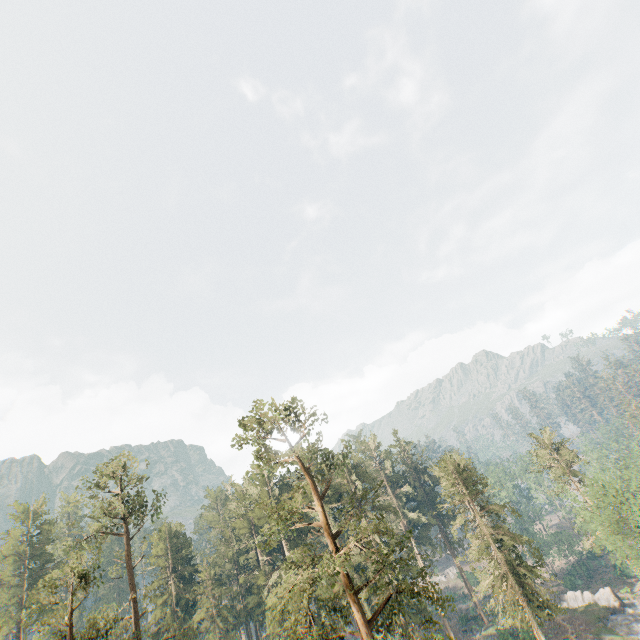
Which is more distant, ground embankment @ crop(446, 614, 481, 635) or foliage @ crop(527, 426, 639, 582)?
ground embankment @ crop(446, 614, 481, 635)

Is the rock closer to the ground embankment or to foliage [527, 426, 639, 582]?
foliage [527, 426, 639, 582]

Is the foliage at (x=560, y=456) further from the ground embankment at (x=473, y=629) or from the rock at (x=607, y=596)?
the ground embankment at (x=473, y=629)

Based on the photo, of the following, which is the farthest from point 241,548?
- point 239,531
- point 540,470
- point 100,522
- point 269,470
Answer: point 540,470

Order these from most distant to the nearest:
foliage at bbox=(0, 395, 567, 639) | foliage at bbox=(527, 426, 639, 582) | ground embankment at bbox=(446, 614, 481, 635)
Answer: ground embankment at bbox=(446, 614, 481, 635) → foliage at bbox=(527, 426, 639, 582) → foliage at bbox=(0, 395, 567, 639)

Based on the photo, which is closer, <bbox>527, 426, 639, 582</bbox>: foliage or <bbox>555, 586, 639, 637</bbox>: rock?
<bbox>527, 426, 639, 582</bbox>: foliage
